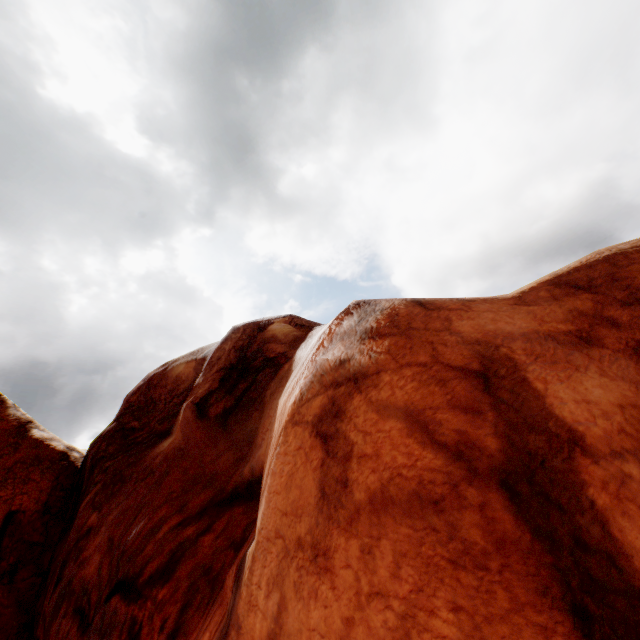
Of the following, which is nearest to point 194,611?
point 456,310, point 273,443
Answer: point 273,443
